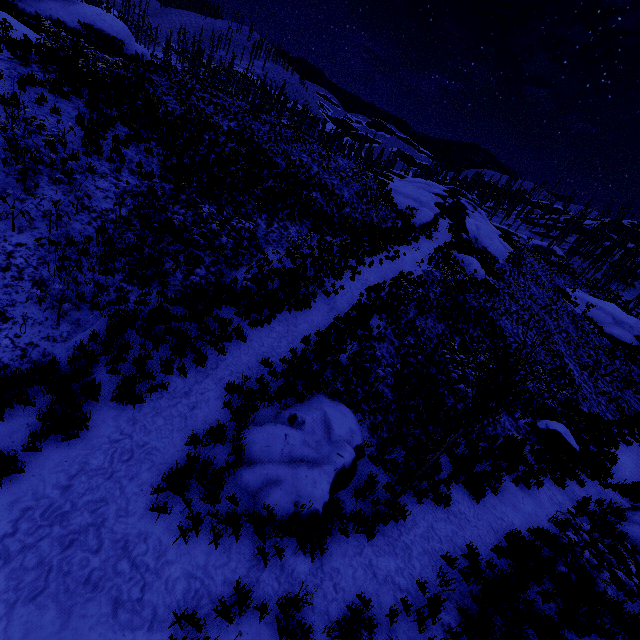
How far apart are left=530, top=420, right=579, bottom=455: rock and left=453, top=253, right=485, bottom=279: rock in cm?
1547

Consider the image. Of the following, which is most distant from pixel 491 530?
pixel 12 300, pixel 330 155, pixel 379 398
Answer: pixel 330 155

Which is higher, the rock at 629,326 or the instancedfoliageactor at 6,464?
the rock at 629,326

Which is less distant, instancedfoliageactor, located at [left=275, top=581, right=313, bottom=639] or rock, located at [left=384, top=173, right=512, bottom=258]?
instancedfoliageactor, located at [left=275, top=581, right=313, bottom=639]

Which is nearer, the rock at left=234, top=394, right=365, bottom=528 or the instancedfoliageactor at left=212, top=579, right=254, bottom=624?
the instancedfoliageactor at left=212, top=579, right=254, bottom=624

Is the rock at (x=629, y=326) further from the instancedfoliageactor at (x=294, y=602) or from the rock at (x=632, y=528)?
the rock at (x=632, y=528)

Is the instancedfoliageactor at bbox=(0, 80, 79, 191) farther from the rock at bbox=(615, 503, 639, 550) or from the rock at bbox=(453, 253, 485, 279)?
the rock at bbox=(453, 253, 485, 279)

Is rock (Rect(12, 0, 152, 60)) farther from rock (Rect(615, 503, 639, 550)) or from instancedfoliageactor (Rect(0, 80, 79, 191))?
rock (Rect(615, 503, 639, 550))
